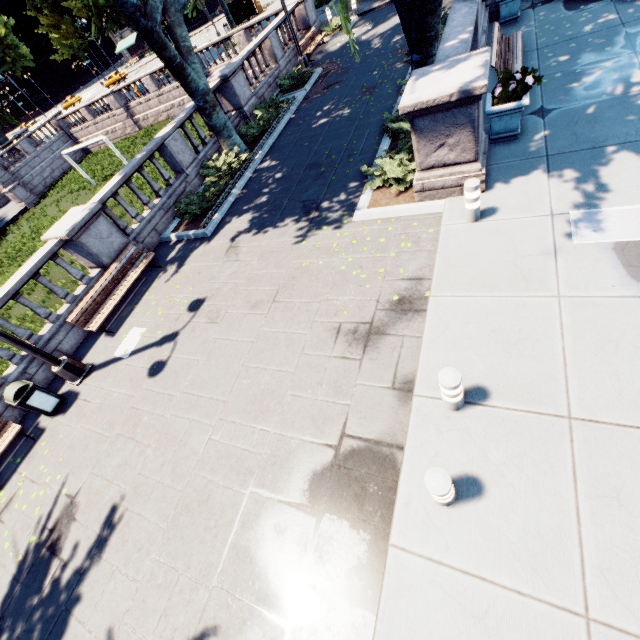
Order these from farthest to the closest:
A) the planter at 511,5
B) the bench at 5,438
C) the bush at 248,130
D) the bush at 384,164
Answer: the bush at 248,130
the planter at 511,5
the bush at 384,164
the bench at 5,438

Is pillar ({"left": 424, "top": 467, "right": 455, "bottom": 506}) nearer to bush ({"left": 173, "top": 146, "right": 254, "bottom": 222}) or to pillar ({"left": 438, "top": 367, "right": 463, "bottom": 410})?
pillar ({"left": 438, "top": 367, "right": 463, "bottom": 410})

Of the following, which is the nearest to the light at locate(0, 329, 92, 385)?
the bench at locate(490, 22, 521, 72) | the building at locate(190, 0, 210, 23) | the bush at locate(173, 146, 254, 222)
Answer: the bush at locate(173, 146, 254, 222)

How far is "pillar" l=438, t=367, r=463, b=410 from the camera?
3.87m

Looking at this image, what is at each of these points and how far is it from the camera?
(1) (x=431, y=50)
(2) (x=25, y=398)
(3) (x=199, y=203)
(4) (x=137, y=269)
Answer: (1) tree, 8.7m
(2) garbage can, 7.4m
(3) bush, 11.1m
(4) bench, 9.9m

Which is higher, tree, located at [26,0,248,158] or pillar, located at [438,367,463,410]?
tree, located at [26,0,248,158]

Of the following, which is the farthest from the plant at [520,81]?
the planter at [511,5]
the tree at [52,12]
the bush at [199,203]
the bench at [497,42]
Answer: the bush at [199,203]

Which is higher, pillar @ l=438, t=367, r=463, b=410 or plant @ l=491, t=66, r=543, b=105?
plant @ l=491, t=66, r=543, b=105
